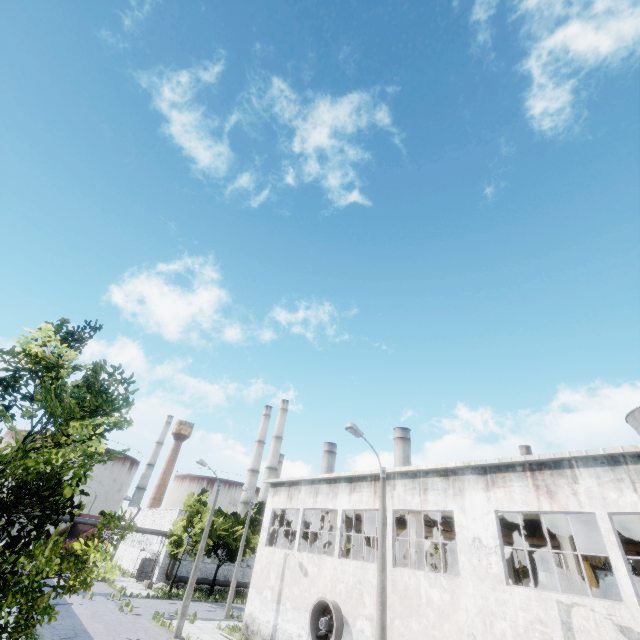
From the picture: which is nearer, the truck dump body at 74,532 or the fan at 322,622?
the fan at 322,622

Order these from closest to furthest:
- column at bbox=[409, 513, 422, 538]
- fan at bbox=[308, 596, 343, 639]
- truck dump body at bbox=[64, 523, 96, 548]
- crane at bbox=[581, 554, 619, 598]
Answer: crane at bbox=[581, 554, 619, 598], fan at bbox=[308, 596, 343, 639], column at bbox=[409, 513, 422, 538], truck dump body at bbox=[64, 523, 96, 548]

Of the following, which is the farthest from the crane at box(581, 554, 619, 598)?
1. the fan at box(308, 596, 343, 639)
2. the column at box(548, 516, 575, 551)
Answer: the fan at box(308, 596, 343, 639)

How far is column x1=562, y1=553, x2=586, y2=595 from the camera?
13.3 meters

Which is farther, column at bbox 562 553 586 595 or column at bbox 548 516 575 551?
column at bbox 548 516 575 551

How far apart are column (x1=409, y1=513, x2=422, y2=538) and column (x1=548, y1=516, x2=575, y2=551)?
7.47m

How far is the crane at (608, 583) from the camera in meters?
14.1 m

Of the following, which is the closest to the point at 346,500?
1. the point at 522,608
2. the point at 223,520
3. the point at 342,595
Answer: the point at 342,595
